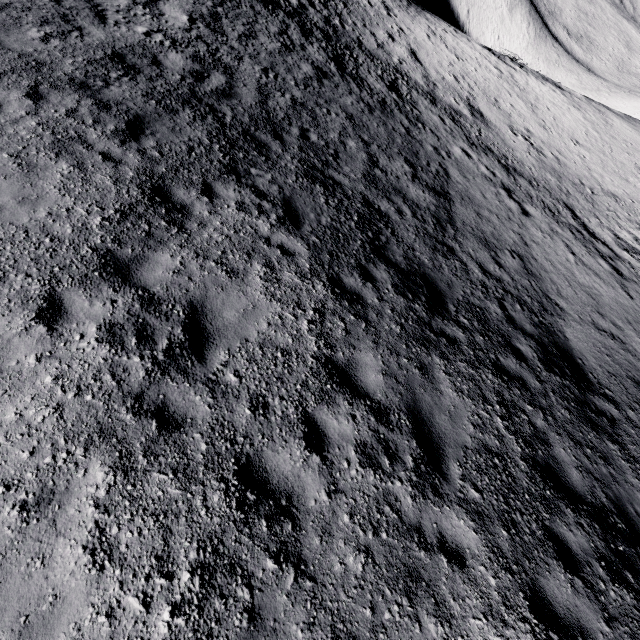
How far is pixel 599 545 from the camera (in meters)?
5.06
